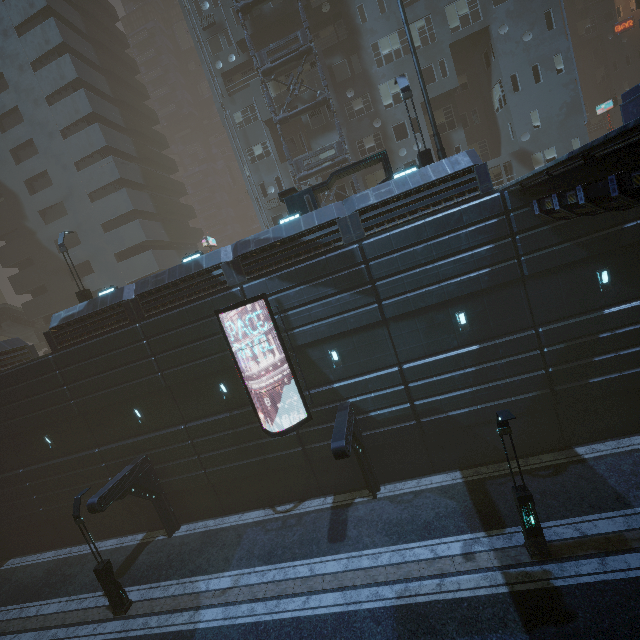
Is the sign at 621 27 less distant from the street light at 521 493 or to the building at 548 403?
the building at 548 403

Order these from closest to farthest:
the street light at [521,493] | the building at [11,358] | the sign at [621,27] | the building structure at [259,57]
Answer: the street light at [521,493] → the building at [11,358] → the building structure at [259,57] → the sign at [621,27]

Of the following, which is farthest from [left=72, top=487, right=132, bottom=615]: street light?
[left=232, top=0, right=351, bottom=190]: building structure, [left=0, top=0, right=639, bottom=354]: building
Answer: [left=232, top=0, right=351, bottom=190]: building structure

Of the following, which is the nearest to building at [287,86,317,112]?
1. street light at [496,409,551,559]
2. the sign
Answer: the sign

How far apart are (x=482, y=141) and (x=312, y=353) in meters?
26.9

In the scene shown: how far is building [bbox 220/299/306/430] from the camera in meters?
15.6 m

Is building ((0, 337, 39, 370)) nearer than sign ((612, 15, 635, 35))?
Yes

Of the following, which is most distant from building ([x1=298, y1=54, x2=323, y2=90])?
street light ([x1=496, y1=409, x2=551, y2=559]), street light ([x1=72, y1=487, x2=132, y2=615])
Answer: street light ([x1=496, y1=409, x2=551, y2=559])
